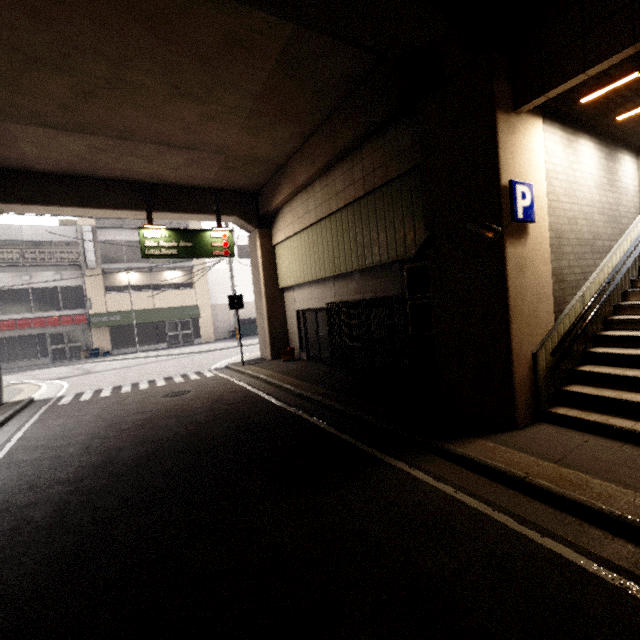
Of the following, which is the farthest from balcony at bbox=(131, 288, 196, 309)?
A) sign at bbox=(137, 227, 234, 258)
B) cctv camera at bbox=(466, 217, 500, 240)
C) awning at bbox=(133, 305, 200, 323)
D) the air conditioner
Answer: cctv camera at bbox=(466, 217, 500, 240)

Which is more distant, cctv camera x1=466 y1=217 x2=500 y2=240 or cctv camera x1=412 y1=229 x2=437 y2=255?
cctv camera x1=412 y1=229 x2=437 y2=255

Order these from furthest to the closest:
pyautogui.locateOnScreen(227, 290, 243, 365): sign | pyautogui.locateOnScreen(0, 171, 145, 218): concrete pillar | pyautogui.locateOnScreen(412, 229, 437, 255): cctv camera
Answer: pyautogui.locateOnScreen(227, 290, 243, 365): sign → pyautogui.locateOnScreen(0, 171, 145, 218): concrete pillar → pyautogui.locateOnScreen(412, 229, 437, 255): cctv camera

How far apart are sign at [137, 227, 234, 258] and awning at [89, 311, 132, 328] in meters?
13.5

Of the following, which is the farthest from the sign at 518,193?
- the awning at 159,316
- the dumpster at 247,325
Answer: the dumpster at 247,325

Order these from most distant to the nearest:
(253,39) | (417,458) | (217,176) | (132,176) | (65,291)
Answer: (65,291)
(217,176)
(132,176)
(253,39)
(417,458)

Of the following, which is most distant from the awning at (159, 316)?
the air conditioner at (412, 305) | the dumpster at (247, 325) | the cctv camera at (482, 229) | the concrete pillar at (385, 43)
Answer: the cctv camera at (482, 229)

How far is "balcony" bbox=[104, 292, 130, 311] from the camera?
22.3 meters
